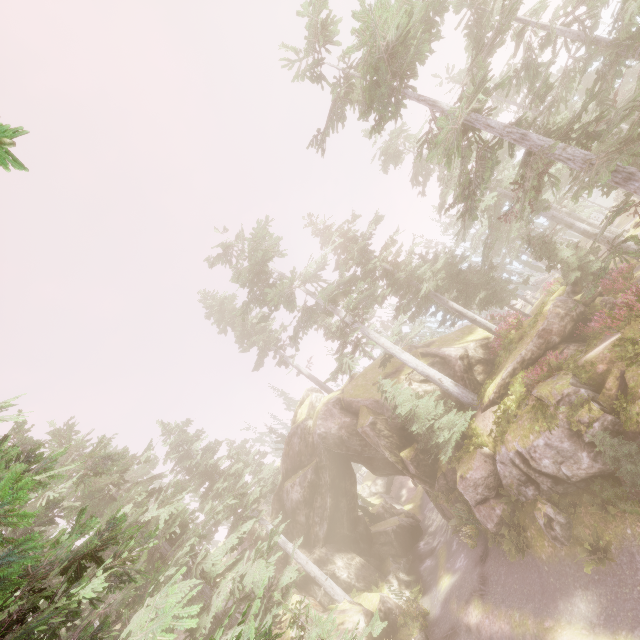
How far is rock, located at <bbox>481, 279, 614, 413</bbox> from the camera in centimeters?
1811cm

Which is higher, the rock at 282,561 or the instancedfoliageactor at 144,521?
the instancedfoliageactor at 144,521

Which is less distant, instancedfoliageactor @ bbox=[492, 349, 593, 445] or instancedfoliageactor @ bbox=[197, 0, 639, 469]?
instancedfoliageactor @ bbox=[197, 0, 639, 469]

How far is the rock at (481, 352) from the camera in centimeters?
2292cm

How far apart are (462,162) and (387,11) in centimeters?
598cm

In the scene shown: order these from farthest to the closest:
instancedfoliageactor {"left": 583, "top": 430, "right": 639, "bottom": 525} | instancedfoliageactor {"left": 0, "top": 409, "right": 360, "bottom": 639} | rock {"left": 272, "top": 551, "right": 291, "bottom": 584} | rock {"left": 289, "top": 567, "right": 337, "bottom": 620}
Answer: rock {"left": 272, "top": 551, "right": 291, "bottom": 584}
rock {"left": 289, "top": 567, "right": 337, "bottom": 620}
instancedfoliageactor {"left": 583, "top": 430, "right": 639, "bottom": 525}
instancedfoliageactor {"left": 0, "top": 409, "right": 360, "bottom": 639}

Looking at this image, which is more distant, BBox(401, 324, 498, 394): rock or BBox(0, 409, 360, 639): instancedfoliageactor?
BBox(401, 324, 498, 394): rock

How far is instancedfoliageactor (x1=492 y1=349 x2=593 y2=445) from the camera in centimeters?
1476cm
